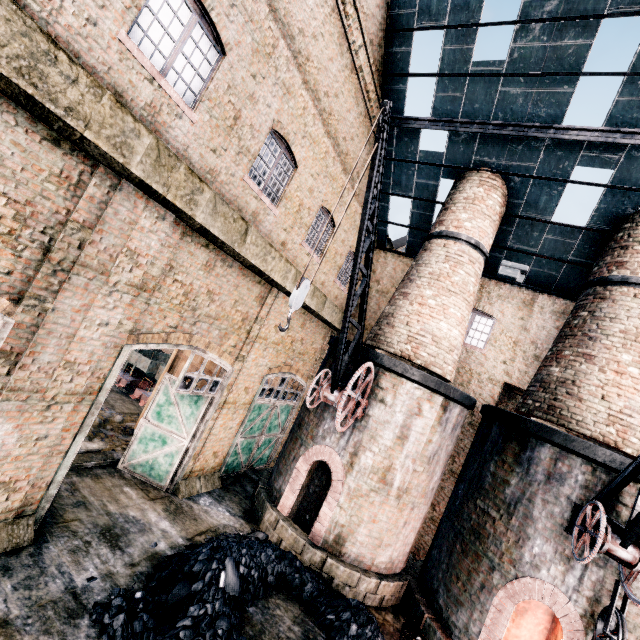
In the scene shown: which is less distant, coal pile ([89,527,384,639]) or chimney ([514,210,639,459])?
coal pile ([89,527,384,639])

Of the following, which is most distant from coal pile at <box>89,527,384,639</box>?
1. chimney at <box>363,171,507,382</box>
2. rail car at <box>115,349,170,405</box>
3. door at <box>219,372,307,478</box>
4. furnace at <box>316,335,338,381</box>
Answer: rail car at <box>115,349,170,405</box>

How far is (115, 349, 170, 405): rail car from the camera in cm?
1731

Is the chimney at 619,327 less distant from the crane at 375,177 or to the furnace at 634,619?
the furnace at 634,619

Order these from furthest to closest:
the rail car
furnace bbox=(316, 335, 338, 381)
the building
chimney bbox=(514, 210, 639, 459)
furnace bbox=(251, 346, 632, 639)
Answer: the rail car < furnace bbox=(316, 335, 338, 381) < chimney bbox=(514, 210, 639, 459) < furnace bbox=(251, 346, 632, 639) < the building

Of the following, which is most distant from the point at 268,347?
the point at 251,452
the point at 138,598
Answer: the point at 138,598

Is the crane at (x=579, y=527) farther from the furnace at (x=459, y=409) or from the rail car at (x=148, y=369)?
the rail car at (x=148, y=369)

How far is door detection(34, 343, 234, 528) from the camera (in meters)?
7.71
